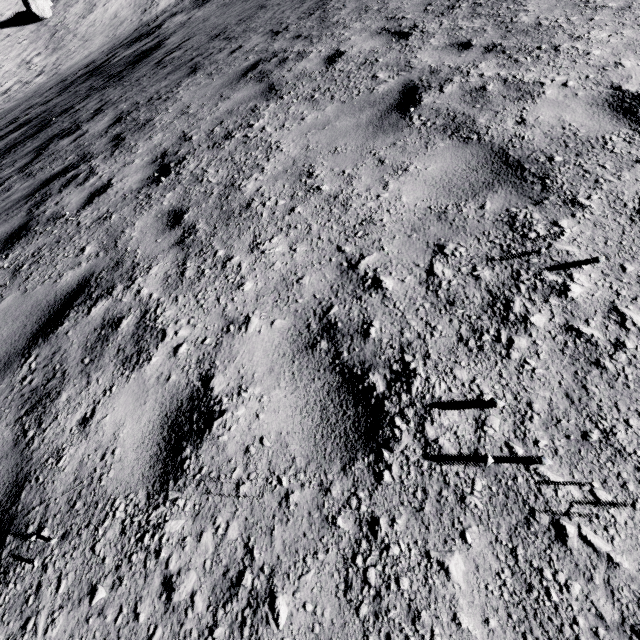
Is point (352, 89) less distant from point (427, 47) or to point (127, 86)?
point (427, 47)
